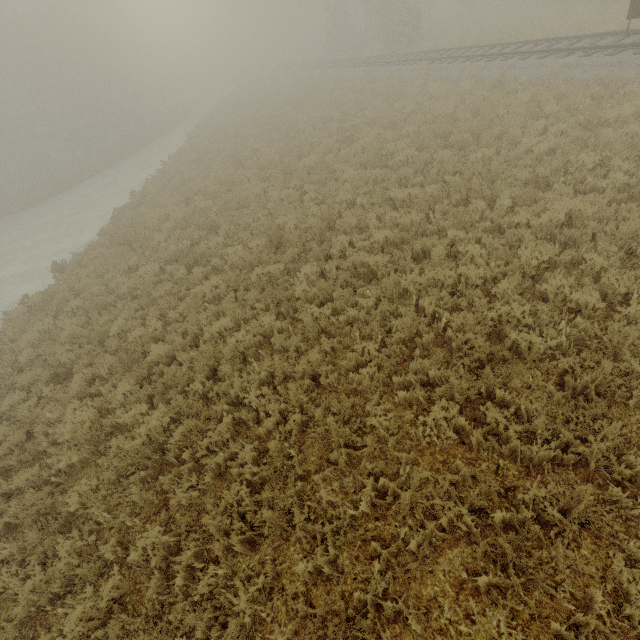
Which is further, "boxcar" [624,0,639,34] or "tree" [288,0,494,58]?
"tree" [288,0,494,58]

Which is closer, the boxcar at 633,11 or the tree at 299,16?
the boxcar at 633,11

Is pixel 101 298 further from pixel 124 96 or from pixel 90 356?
pixel 124 96
